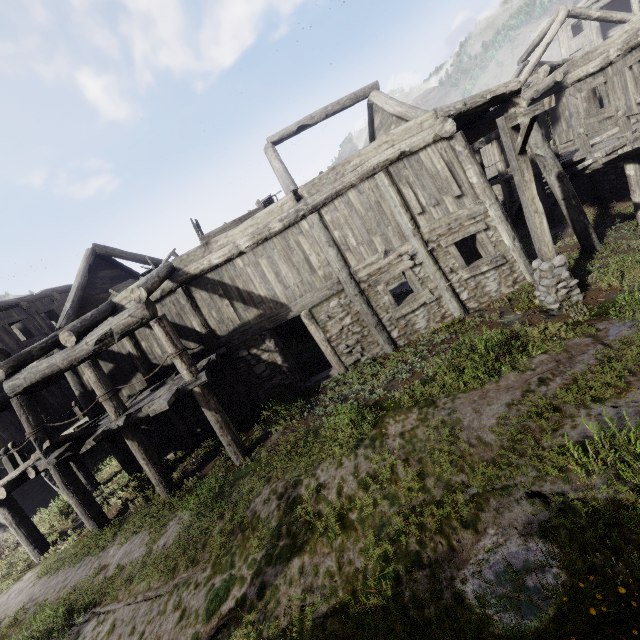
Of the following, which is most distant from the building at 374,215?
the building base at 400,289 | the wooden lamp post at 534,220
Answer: the wooden lamp post at 534,220

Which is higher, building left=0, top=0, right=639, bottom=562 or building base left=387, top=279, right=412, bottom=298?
building left=0, top=0, right=639, bottom=562

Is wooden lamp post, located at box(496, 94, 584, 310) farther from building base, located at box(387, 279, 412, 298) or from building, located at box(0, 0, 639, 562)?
building base, located at box(387, 279, 412, 298)

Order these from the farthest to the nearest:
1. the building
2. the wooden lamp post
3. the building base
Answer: the building base < the building < the wooden lamp post

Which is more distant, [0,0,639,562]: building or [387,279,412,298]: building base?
[387,279,412,298]: building base

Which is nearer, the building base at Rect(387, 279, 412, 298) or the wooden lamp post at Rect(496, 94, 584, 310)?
the wooden lamp post at Rect(496, 94, 584, 310)

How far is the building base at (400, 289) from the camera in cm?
1698

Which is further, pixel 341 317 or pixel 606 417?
pixel 341 317
